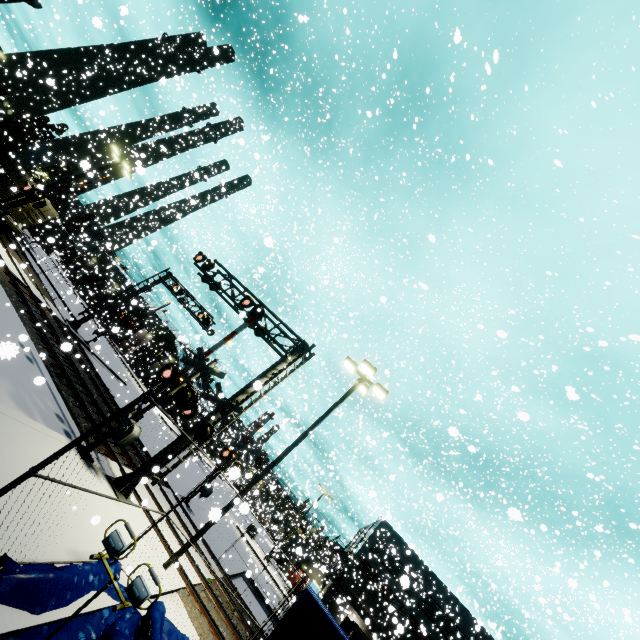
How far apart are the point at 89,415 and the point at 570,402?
39.6 meters

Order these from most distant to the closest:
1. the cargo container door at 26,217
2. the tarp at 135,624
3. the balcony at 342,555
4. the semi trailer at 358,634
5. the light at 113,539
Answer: the cargo container door at 26,217 → the balcony at 342,555 → the semi trailer at 358,634 → the tarp at 135,624 → the light at 113,539

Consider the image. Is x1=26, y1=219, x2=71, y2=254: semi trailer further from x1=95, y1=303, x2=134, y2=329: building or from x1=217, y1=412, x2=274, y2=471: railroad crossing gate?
x1=217, y1=412, x2=274, y2=471: railroad crossing gate

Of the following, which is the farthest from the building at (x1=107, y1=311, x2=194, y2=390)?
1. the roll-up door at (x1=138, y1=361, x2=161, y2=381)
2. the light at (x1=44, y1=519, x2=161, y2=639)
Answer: the light at (x1=44, y1=519, x2=161, y2=639)

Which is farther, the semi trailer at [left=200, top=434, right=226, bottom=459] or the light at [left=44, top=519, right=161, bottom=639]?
the semi trailer at [left=200, top=434, right=226, bottom=459]

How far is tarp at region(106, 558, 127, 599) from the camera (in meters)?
7.12

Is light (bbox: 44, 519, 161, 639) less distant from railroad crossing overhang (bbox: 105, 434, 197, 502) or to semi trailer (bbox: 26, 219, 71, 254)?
railroad crossing overhang (bbox: 105, 434, 197, 502)

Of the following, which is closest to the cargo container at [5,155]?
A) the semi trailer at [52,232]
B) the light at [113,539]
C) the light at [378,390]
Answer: the semi trailer at [52,232]
